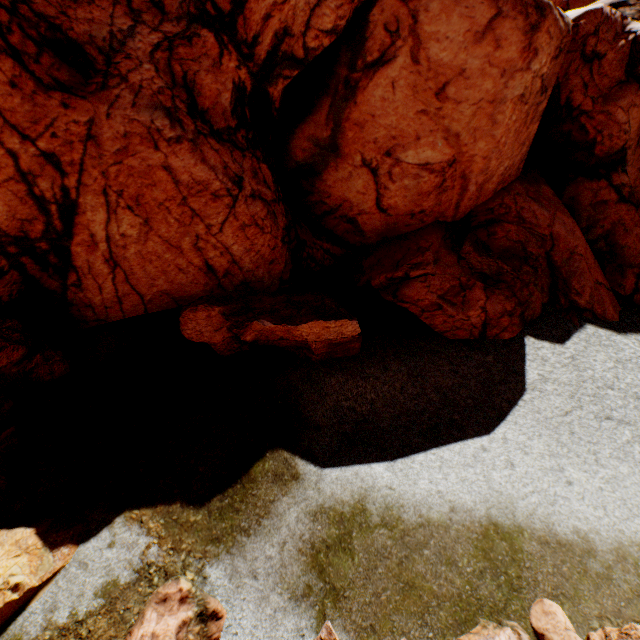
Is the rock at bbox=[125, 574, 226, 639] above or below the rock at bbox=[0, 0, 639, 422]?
below

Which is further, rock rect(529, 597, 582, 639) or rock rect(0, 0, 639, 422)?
rock rect(0, 0, 639, 422)

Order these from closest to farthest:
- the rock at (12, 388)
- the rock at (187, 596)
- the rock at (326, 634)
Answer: the rock at (187, 596) → the rock at (326, 634) → the rock at (12, 388)

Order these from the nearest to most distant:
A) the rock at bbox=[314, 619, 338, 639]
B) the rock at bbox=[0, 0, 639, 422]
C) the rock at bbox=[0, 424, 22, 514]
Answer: the rock at bbox=[314, 619, 338, 639], the rock at bbox=[0, 424, 22, 514], the rock at bbox=[0, 0, 639, 422]

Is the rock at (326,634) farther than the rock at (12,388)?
No

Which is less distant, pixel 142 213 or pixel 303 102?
pixel 142 213
